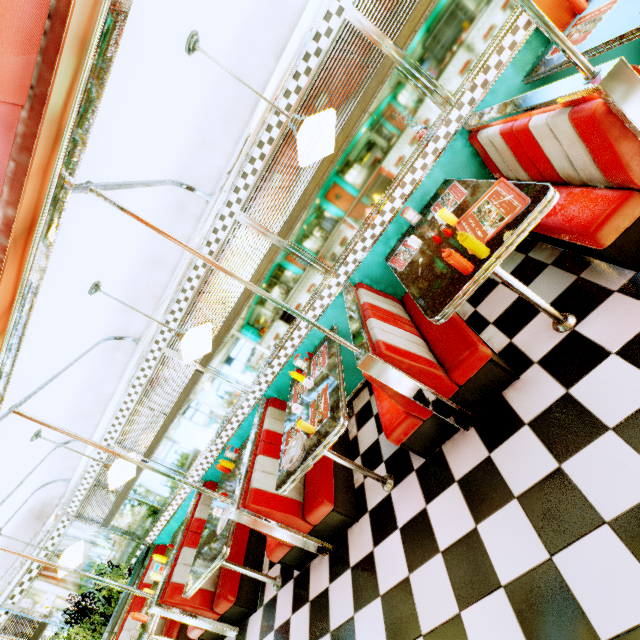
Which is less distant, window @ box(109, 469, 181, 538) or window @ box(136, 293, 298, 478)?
window @ box(136, 293, 298, 478)

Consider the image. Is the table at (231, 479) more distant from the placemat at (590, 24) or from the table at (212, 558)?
the placemat at (590, 24)

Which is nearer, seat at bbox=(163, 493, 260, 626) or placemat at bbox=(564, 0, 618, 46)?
placemat at bbox=(564, 0, 618, 46)

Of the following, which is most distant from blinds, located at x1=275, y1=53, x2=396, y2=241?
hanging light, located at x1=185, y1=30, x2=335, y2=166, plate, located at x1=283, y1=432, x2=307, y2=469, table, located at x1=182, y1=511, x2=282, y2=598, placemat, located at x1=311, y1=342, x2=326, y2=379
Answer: table, located at x1=182, y1=511, x2=282, y2=598

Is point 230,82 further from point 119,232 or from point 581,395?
point 581,395

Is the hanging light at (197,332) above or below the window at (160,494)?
above

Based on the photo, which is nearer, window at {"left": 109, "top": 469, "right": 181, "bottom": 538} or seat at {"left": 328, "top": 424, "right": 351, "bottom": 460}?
seat at {"left": 328, "top": 424, "right": 351, "bottom": 460}

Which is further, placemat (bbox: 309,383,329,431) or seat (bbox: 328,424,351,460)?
seat (bbox: 328,424,351,460)
